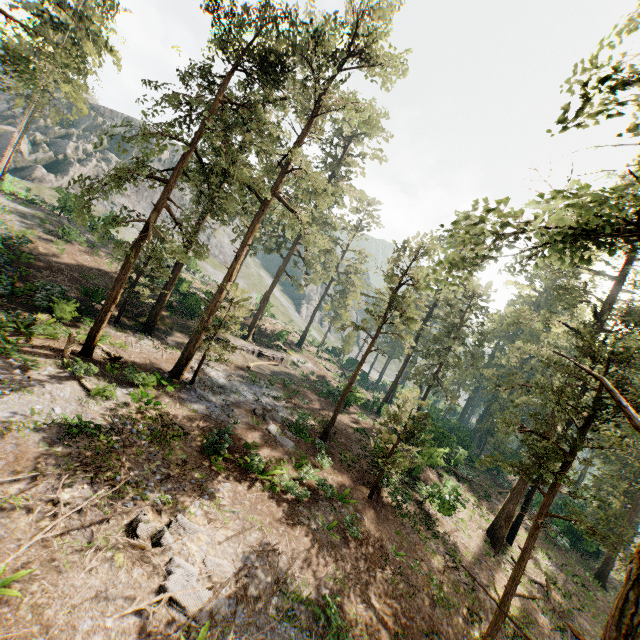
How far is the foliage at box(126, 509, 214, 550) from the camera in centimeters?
956cm

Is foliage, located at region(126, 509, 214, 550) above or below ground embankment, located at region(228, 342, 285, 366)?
below

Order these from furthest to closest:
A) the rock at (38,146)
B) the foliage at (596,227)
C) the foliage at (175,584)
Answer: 1. the rock at (38,146)
2. the foliage at (596,227)
3. the foliage at (175,584)

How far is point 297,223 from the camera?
18.4 meters

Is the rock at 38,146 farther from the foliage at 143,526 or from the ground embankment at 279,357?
the ground embankment at 279,357

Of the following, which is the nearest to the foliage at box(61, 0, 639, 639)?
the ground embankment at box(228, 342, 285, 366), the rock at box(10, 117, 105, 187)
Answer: the ground embankment at box(228, 342, 285, 366)

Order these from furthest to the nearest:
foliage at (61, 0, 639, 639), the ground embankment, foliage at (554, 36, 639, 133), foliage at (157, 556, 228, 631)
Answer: the ground embankment, foliage at (61, 0, 639, 639), foliage at (157, 556, 228, 631), foliage at (554, 36, 639, 133)
